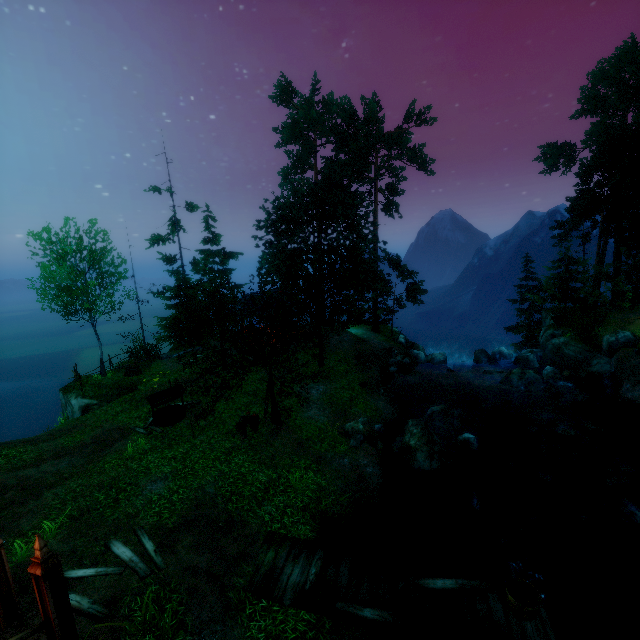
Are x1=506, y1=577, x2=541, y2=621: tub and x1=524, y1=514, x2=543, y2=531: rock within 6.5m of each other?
yes

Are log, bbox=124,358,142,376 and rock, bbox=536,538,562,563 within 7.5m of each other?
no

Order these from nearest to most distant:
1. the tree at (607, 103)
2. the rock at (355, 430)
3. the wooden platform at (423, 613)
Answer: the wooden platform at (423, 613) → the rock at (355, 430) → the tree at (607, 103)

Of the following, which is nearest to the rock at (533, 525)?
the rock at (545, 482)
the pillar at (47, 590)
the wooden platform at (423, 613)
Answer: the rock at (545, 482)

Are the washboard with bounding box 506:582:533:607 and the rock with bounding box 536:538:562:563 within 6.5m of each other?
yes

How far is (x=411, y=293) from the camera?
29.6m

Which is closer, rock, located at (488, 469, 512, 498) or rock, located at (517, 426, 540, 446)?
rock, located at (488, 469, 512, 498)

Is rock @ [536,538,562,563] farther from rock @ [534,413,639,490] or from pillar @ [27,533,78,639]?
pillar @ [27,533,78,639]
